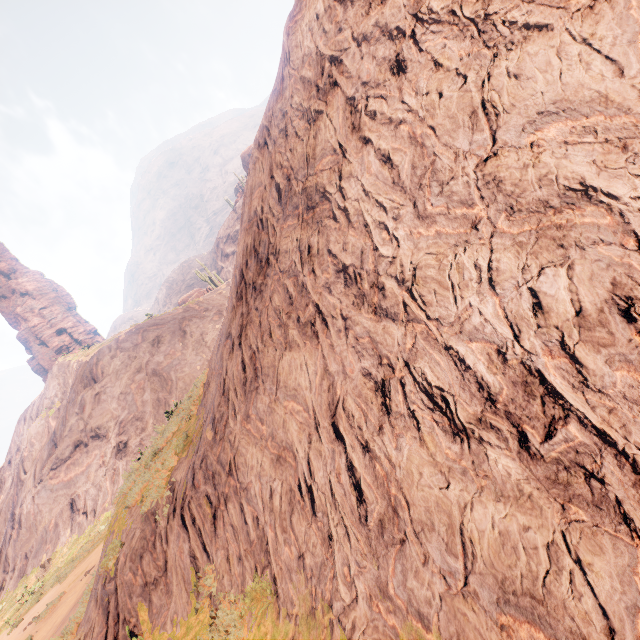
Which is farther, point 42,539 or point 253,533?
point 42,539

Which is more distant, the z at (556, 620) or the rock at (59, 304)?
the rock at (59, 304)

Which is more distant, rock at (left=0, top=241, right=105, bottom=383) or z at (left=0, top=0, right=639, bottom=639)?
rock at (left=0, top=241, right=105, bottom=383)

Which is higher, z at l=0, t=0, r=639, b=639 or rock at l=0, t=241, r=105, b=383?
rock at l=0, t=241, r=105, b=383

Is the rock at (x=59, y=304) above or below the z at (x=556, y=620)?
above
